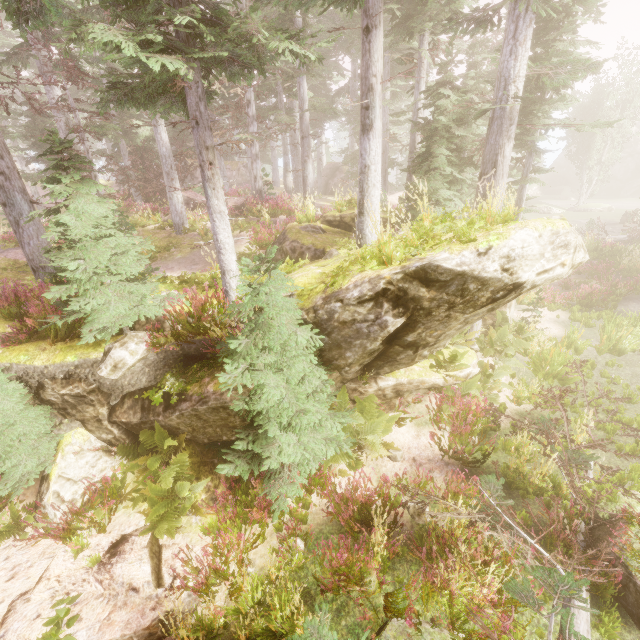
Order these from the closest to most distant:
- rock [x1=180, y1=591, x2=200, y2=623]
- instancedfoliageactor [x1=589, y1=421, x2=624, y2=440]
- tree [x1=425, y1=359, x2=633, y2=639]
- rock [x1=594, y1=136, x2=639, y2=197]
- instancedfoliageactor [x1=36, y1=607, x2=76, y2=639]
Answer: tree [x1=425, y1=359, x2=633, y2=639] → instancedfoliageactor [x1=36, y1=607, x2=76, y2=639] → rock [x1=180, y1=591, x2=200, y2=623] → instancedfoliageactor [x1=589, y1=421, x2=624, y2=440] → rock [x1=594, y1=136, x2=639, y2=197]

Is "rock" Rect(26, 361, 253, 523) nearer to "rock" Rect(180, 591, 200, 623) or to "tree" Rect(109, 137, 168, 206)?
"rock" Rect(180, 591, 200, 623)

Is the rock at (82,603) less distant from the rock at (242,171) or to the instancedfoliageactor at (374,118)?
the instancedfoliageactor at (374,118)

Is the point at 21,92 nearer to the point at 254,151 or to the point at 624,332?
the point at 254,151

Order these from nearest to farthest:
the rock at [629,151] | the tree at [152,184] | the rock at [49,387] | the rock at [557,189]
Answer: the rock at [49,387] < the tree at [152,184] < the rock at [629,151] < the rock at [557,189]

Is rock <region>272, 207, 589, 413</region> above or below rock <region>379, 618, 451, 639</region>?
above

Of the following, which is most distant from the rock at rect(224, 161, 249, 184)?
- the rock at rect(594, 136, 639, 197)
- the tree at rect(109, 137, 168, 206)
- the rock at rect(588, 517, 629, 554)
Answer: the rock at rect(594, 136, 639, 197)

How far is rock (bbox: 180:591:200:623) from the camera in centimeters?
511cm
